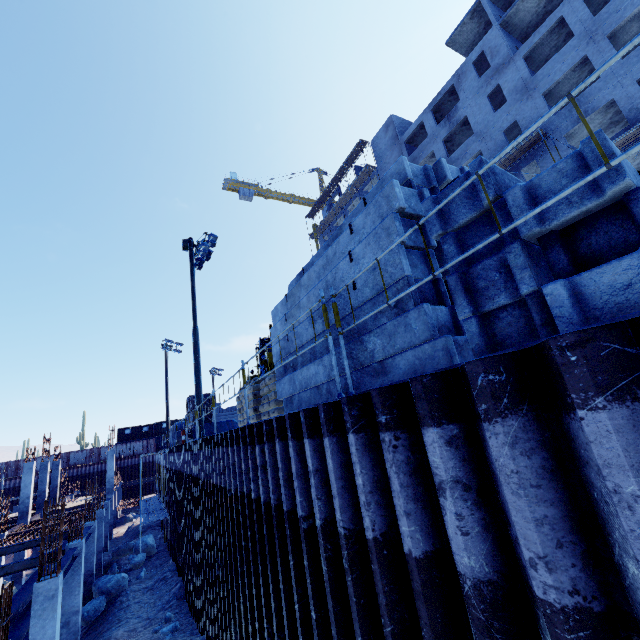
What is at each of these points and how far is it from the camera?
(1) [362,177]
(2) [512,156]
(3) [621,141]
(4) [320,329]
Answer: (1) scaffolding, 40.81m
(2) scaffolding, 24.25m
(3) scaffolding, 18.77m
(4) concrete beam, 4.99m

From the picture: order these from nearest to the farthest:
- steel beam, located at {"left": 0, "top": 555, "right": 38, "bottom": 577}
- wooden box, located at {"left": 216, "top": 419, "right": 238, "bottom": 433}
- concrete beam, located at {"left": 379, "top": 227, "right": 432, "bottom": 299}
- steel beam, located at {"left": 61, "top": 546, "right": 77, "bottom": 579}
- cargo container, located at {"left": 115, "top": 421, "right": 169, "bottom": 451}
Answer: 1. concrete beam, located at {"left": 379, "top": 227, "right": 432, "bottom": 299}
2. steel beam, located at {"left": 61, "top": 546, "right": 77, "bottom": 579}
3. steel beam, located at {"left": 0, "top": 555, "right": 38, "bottom": 577}
4. wooden box, located at {"left": 216, "top": 419, "right": 238, "bottom": 433}
5. cargo container, located at {"left": 115, "top": 421, "right": 169, "bottom": 451}

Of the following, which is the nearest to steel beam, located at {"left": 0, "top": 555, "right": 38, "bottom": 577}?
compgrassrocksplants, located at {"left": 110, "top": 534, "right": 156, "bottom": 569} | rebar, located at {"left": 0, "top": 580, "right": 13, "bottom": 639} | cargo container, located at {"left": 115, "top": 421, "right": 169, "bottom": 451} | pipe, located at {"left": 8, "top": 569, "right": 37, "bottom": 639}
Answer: pipe, located at {"left": 8, "top": 569, "right": 37, "bottom": 639}

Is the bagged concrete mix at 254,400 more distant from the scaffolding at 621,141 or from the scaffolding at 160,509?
the scaffolding at 621,141

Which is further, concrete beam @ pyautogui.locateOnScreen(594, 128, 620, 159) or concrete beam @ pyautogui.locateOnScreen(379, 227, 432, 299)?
concrete beam @ pyautogui.locateOnScreen(379, 227, 432, 299)

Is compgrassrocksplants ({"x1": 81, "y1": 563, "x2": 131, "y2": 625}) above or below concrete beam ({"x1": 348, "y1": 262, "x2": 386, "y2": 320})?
below

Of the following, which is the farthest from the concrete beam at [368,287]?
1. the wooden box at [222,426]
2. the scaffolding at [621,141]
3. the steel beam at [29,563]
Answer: the scaffolding at [621,141]

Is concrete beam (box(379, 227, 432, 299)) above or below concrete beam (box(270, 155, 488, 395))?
below
